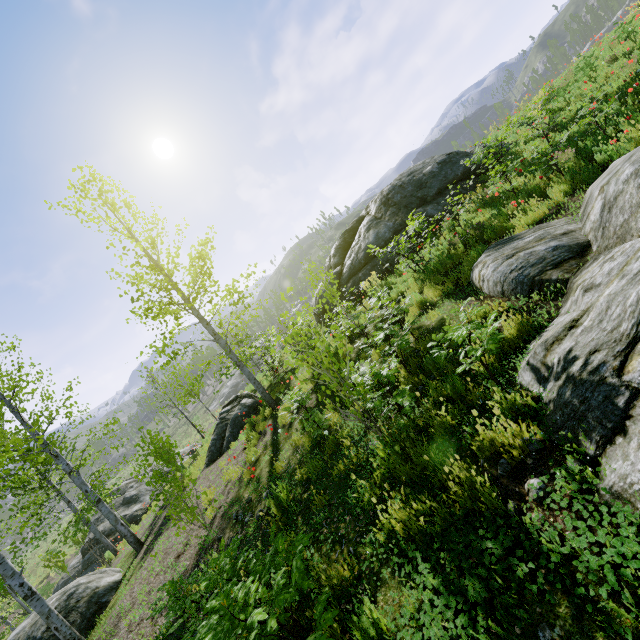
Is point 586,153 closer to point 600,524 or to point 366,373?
point 366,373

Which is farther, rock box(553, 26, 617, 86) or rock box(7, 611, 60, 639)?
rock box(553, 26, 617, 86)

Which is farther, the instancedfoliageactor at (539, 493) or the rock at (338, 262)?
the rock at (338, 262)

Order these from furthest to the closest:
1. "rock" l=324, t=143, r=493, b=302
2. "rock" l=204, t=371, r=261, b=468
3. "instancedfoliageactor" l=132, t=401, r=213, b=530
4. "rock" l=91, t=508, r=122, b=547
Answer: Answer: "rock" l=91, t=508, r=122, b=547 < "rock" l=324, t=143, r=493, b=302 < "rock" l=204, t=371, r=261, b=468 < "instancedfoliageactor" l=132, t=401, r=213, b=530

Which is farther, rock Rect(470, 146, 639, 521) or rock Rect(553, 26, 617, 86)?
rock Rect(553, 26, 617, 86)

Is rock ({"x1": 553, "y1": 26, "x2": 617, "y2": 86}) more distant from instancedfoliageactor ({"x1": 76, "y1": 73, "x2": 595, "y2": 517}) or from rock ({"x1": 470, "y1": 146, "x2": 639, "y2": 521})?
rock ({"x1": 470, "y1": 146, "x2": 639, "y2": 521})

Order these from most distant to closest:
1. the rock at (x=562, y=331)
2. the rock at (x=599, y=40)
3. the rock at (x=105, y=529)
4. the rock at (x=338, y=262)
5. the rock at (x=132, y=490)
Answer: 1. the rock at (x=132, y=490)
2. the rock at (x=105, y=529)
3. the rock at (x=599, y=40)
4. the rock at (x=338, y=262)
5. the rock at (x=562, y=331)

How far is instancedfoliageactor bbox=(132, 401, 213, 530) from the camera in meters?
6.5 m
